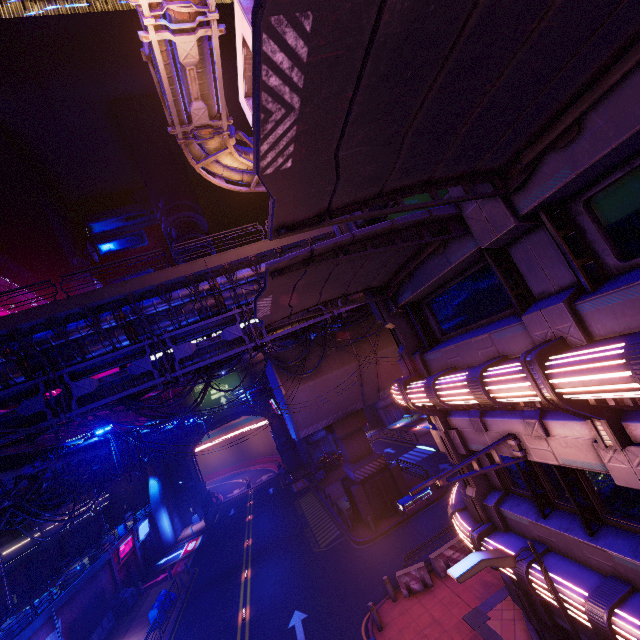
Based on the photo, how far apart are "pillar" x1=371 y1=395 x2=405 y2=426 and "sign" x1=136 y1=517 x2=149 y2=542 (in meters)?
34.06

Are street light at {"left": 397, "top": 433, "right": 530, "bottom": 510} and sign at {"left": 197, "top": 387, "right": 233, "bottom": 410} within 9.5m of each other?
no

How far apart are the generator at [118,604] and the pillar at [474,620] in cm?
2741

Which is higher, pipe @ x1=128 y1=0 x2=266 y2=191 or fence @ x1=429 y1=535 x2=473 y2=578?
pipe @ x1=128 y1=0 x2=266 y2=191

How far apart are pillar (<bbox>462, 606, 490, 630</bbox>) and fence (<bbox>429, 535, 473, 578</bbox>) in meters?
2.3 m

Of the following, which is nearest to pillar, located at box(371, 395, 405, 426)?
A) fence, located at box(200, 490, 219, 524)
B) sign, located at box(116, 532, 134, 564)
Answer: fence, located at box(200, 490, 219, 524)

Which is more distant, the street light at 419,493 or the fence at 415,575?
the fence at 415,575

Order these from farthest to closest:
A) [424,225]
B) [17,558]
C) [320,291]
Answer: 1. [17,558]
2. [320,291]
3. [424,225]
